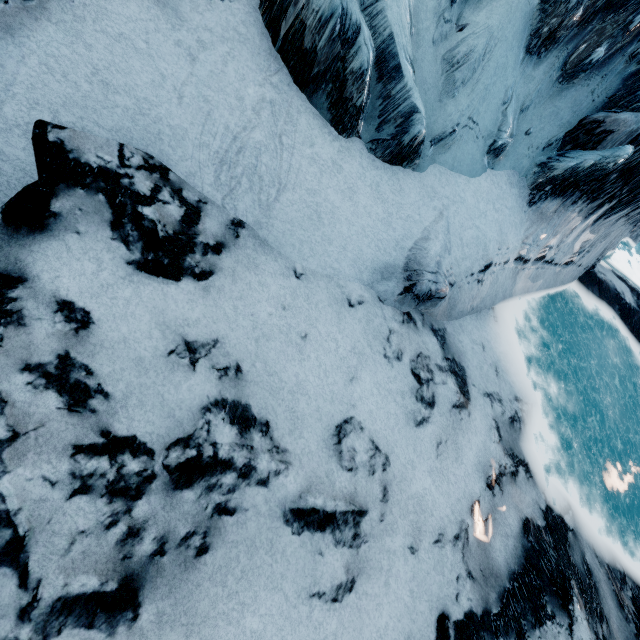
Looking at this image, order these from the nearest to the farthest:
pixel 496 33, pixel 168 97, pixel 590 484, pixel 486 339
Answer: pixel 168 97 → pixel 496 33 → pixel 486 339 → pixel 590 484
